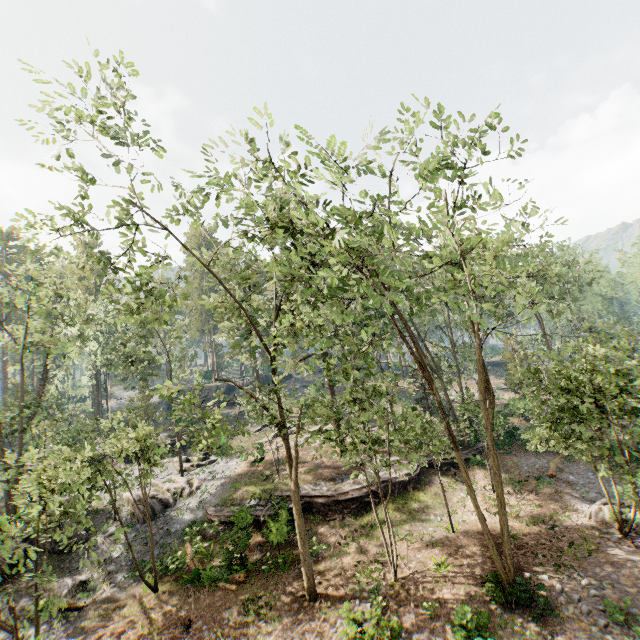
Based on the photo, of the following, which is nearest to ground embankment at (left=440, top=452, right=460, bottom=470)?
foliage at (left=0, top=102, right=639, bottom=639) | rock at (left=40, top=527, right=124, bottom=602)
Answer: foliage at (left=0, top=102, right=639, bottom=639)

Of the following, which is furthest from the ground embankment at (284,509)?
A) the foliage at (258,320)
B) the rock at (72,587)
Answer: the rock at (72,587)

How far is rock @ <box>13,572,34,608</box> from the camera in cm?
1656

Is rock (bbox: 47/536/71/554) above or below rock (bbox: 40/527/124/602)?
above

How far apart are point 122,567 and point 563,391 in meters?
25.1 m

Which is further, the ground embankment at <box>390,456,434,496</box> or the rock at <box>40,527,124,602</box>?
the ground embankment at <box>390,456,434,496</box>

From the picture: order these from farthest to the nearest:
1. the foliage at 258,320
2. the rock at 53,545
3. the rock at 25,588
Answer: the rock at 53,545 < the rock at 25,588 < the foliage at 258,320
